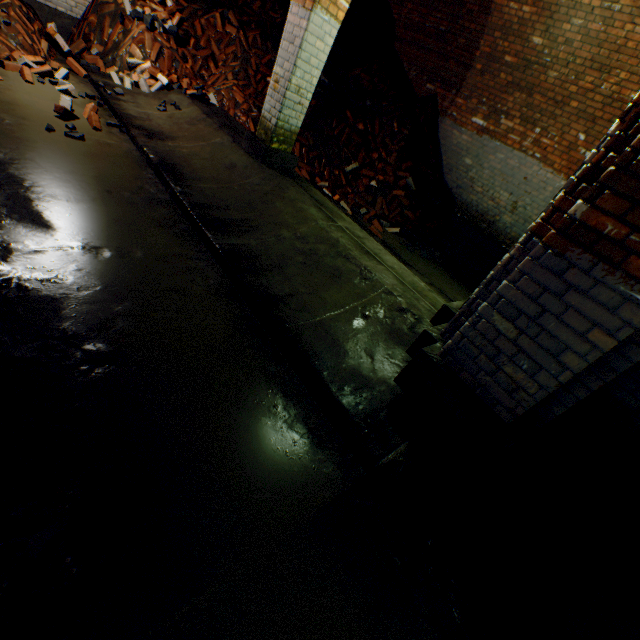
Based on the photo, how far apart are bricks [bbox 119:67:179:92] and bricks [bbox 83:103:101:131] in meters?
1.6 m

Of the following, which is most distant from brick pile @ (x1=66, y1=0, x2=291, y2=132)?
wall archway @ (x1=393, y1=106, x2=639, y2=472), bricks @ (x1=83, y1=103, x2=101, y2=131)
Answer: wall archway @ (x1=393, y1=106, x2=639, y2=472)

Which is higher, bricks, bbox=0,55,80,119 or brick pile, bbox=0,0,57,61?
brick pile, bbox=0,0,57,61

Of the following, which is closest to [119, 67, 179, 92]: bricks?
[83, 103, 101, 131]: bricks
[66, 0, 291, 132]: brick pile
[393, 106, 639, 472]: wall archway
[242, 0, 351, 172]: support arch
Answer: [66, 0, 291, 132]: brick pile

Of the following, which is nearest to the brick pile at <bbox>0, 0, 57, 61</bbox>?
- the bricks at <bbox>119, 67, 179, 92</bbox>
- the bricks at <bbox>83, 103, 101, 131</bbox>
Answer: the bricks at <bbox>119, 67, 179, 92</bbox>

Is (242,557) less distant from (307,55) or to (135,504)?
(135,504)

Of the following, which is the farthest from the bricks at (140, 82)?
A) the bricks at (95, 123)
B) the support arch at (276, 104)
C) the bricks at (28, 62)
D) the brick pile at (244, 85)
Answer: the support arch at (276, 104)

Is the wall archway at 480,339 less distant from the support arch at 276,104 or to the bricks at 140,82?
the support arch at 276,104
